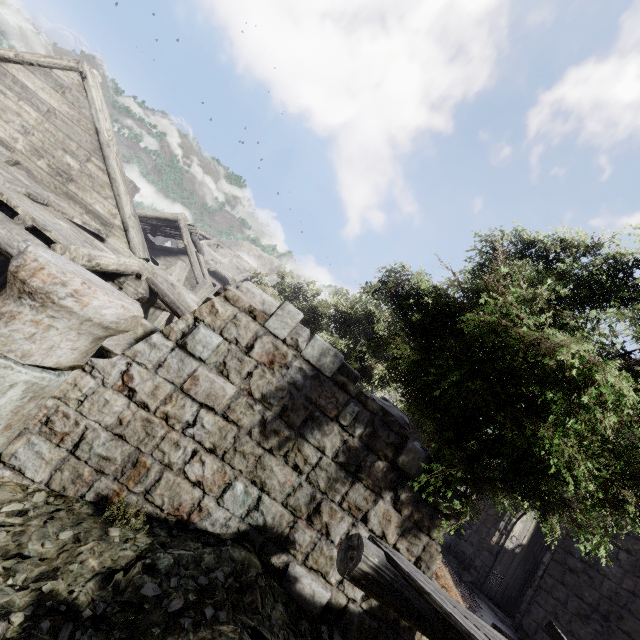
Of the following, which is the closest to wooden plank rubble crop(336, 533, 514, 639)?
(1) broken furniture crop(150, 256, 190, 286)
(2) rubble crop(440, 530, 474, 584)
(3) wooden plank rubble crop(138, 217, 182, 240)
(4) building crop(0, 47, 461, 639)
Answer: (4) building crop(0, 47, 461, 639)

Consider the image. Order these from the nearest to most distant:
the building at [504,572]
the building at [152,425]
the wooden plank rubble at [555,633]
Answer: the building at [152,425], the wooden plank rubble at [555,633], the building at [504,572]

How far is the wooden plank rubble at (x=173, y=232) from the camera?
17.78m

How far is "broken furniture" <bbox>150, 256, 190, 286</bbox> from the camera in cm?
1332

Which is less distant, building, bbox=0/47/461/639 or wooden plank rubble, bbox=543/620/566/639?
building, bbox=0/47/461/639

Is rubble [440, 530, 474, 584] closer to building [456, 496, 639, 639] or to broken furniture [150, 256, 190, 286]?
building [456, 496, 639, 639]

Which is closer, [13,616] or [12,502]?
[13,616]

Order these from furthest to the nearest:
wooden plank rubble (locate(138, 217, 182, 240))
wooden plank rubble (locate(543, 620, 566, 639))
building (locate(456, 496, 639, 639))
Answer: wooden plank rubble (locate(138, 217, 182, 240)) < building (locate(456, 496, 639, 639)) < wooden plank rubble (locate(543, 620, 566, 639))
